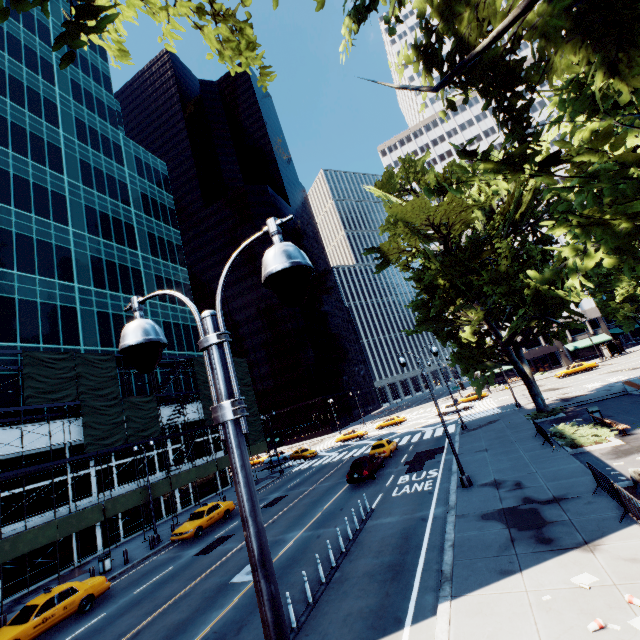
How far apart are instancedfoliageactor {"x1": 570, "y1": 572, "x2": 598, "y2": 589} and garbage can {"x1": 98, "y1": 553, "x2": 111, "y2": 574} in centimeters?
2515cm

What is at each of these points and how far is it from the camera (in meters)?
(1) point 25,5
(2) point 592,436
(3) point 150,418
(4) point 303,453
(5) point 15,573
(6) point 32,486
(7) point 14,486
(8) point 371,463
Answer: (1) tree, 2.72
(2) bush, 17.19
(3) scaffolding, 29.70
(4) vehicle, 44.66
(5) building, 21.39
(6) building, 23.69
(7) building, 22.84
(8) vehicle, 24.19

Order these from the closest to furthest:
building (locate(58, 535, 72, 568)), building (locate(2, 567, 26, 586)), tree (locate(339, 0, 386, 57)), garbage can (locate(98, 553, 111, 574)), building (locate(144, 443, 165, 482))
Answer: tree (locate(339, 0, 386, 57)) < garbage can (locate(98, 553, 111, 574)) < building (locate(2, 567, 26, 586)) < building (locate(58, 535, 72, 568)) < building (locate(144, 443, 165, 482))

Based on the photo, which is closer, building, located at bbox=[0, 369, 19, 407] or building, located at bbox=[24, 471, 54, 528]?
building, located at bbox=[24, 471, 54, 528]

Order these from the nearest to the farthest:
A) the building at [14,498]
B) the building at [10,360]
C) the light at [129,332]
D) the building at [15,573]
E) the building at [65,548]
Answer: the light at [129,332]
the building at [15,573]
the building at [14,498]
the building at [65,548]
the building at [10,360]

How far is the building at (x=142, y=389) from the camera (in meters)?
33.62

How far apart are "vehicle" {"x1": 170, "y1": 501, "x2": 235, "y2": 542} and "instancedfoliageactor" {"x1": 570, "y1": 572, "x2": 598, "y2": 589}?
22.25m

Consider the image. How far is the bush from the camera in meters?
16.8
